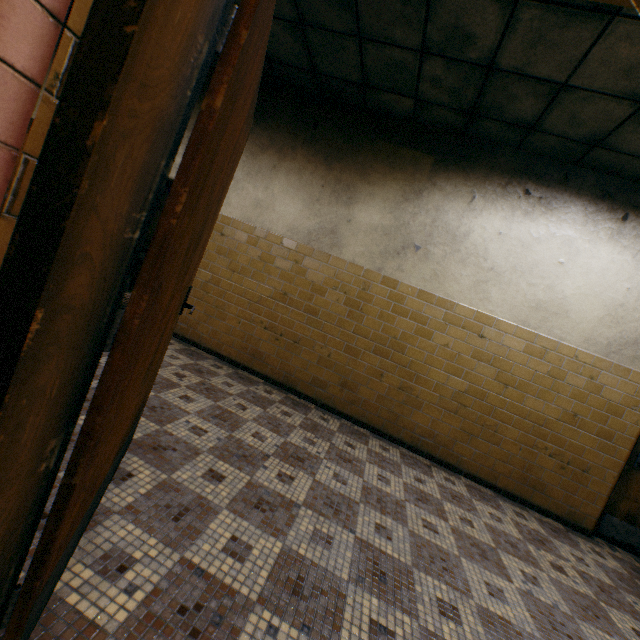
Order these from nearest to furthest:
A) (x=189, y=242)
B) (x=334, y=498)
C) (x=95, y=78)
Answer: (x=95, y=78)
(x=189, y=242)
(x=334, y=498)

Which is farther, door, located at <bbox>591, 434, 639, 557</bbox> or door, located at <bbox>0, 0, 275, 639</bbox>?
door, located at <bbox>591, 434, 639, 557</bbox>

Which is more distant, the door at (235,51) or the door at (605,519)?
the door at (605,519)
